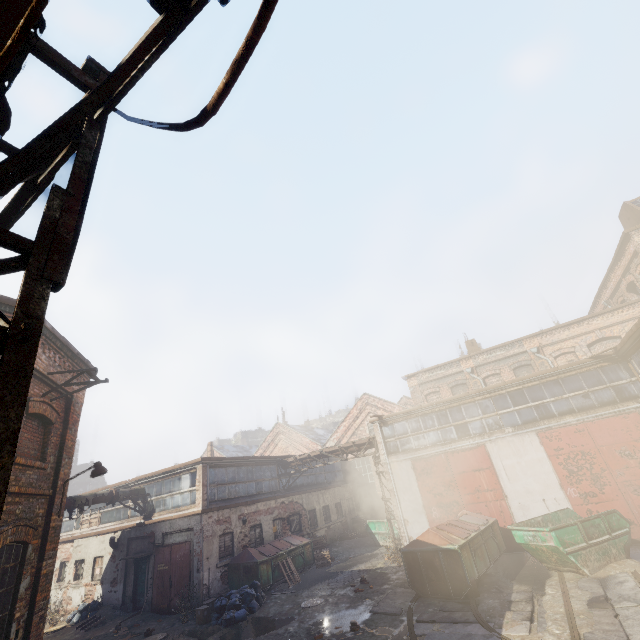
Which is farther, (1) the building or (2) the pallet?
(1) the building

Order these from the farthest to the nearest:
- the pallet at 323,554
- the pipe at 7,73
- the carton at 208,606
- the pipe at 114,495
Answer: the pallet at 323,554
the pipe at 114,495
the carton at 208,606
the pipe at 7,73

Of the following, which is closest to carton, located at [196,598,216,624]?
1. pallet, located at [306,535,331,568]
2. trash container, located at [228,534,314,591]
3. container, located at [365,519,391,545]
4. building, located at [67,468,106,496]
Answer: trash container, located at [228,534,314,591]

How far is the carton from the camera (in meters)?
12.53

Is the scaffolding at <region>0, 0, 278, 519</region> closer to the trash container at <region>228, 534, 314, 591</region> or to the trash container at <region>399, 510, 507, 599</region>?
the trash container at <region>399, 510, 507, 599</region>

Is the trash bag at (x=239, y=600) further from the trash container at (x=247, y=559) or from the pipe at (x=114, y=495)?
the pipe at (x=114, y=495)

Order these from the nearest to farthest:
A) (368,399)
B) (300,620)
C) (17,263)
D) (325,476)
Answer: (17,263) < (300,620) < (325,476) < (368,399)

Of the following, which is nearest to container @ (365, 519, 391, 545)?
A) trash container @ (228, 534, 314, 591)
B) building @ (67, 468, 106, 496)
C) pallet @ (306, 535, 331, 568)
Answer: pallet @ (306, 535, 331, 568)
